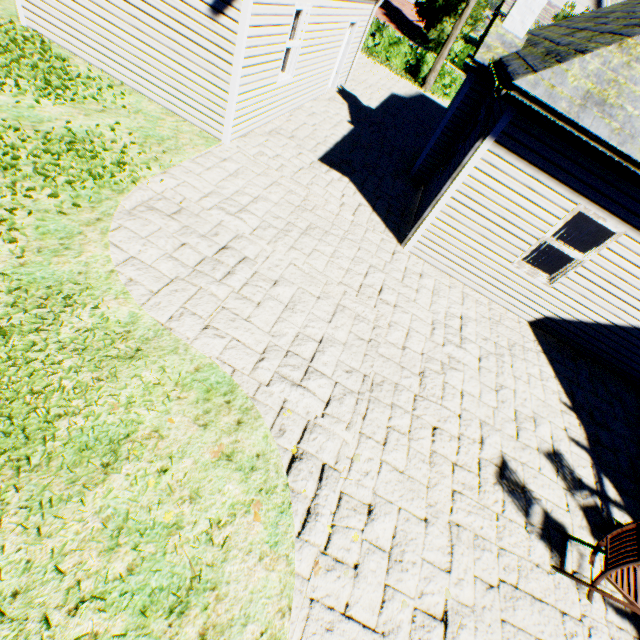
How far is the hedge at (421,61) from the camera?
19.77m

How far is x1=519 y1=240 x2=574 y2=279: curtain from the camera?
6.86m

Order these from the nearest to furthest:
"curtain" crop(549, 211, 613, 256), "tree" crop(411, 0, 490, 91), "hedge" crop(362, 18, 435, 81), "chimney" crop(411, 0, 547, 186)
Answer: "curtain" crop(549, 211, 613, 256), "chimney" crop(411, 0, 547, 186), "tree" crop(411, 0, 490, 91), "hedge" crop(362, 18, 435, 81)

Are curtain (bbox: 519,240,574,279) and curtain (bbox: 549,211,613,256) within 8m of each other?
A: yes

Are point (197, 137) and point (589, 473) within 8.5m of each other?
no

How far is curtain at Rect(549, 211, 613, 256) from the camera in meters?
6.3

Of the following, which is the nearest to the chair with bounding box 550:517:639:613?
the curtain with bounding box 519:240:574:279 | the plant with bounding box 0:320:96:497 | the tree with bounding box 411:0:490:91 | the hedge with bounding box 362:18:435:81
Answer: the curtain with bounding box 519:240:574:279

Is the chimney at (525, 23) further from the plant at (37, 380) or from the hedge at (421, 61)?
the hedge at (421, 61)
